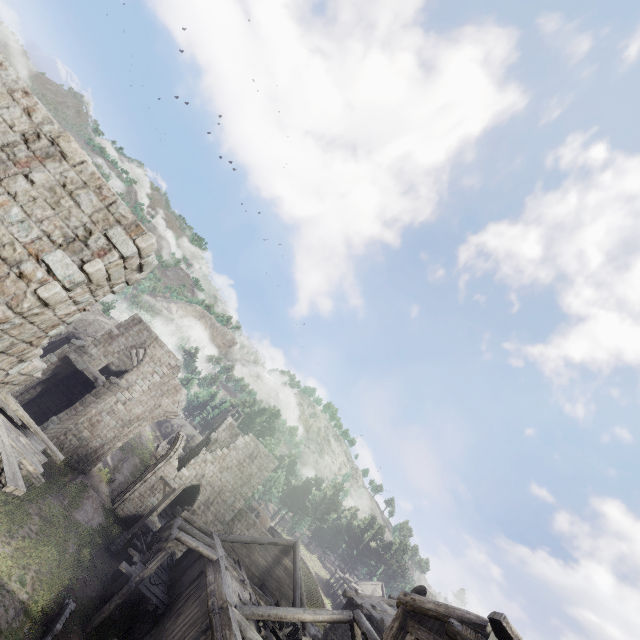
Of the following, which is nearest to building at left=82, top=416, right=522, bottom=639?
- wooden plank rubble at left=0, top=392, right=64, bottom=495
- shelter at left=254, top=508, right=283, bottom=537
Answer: wooden plank rubble at left=0, top=392, right=64, bottom=495

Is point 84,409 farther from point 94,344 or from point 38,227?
point 38,227

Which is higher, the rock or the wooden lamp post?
the rock

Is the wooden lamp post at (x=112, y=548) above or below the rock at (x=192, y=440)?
below

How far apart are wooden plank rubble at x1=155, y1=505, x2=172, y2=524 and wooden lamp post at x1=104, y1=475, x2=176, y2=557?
5.36m

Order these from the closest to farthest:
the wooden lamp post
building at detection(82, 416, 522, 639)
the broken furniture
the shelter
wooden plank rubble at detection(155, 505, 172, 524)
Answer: building at detection(82, 416, 522, 639) → the broken furniture → the wooden lamp post → wooden plank rubble at detection(155, 505, 172, 524) → the shelter

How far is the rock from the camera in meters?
56.8

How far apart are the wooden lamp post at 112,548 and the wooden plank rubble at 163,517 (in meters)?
5.36
